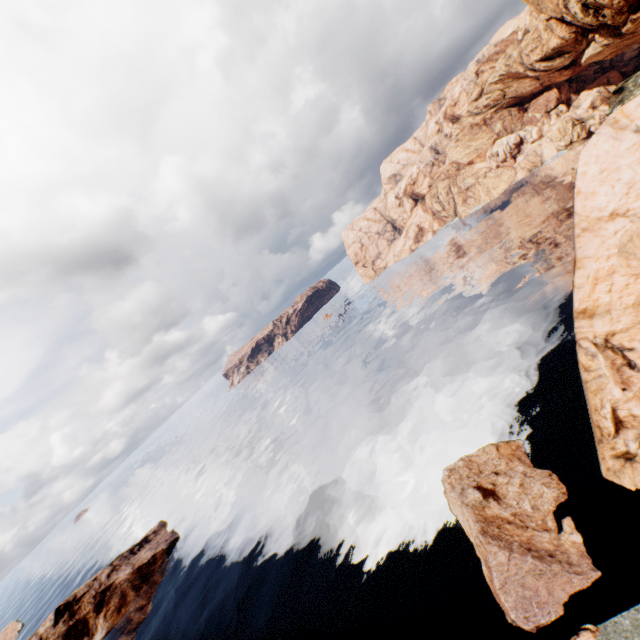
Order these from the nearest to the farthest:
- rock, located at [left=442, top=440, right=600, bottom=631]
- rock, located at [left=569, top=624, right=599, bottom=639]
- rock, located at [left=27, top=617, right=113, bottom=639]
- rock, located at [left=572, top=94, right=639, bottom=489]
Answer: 1. rock, located at [left=569, top=624, right=599, bottom=639]
2. rock, located at [left=442, top=440, right=600, bottom=631]
3. rock, located at [left=572, top=94, right=639, bottom=489]
4. rock, located at [left=27, top=617, right=113, bottom=639]

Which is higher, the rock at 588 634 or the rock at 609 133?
the rock at 609 133

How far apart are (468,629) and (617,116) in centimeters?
3635cm

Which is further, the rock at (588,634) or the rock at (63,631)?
the rock at (63,631)

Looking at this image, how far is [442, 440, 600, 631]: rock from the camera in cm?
2016

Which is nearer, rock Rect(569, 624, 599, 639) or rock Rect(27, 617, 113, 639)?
rock Rect(569, 624, 599, 639)
